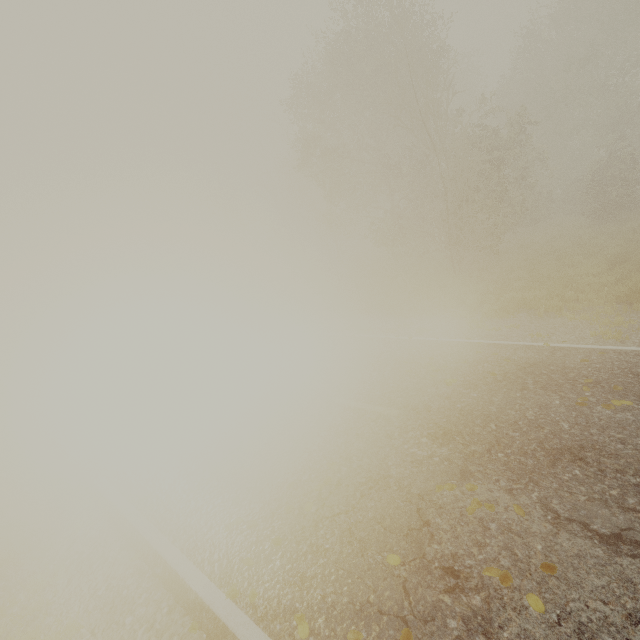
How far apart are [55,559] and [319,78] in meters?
25.0 m

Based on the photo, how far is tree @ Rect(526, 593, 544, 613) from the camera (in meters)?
2.76

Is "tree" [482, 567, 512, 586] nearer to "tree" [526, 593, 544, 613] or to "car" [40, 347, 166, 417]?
"car" [40, 347, 166, 417]

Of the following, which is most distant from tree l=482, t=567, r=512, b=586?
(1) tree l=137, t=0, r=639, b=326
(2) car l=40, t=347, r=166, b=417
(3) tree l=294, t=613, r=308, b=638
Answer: (1) tree l=137, t=0, r=639, b=326

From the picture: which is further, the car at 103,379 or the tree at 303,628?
the car at 103,379

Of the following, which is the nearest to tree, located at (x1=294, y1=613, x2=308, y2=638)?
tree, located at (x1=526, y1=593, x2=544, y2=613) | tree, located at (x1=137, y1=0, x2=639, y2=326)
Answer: tree, located at (x1=526, y1=593, x2=544, y2=613)

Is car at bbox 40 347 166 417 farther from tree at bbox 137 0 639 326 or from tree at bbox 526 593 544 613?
tree at bbox 137 0 639 326

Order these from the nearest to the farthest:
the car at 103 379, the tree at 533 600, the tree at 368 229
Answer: the tree at 533 600, the car at 103 379, the tree at 368 229
